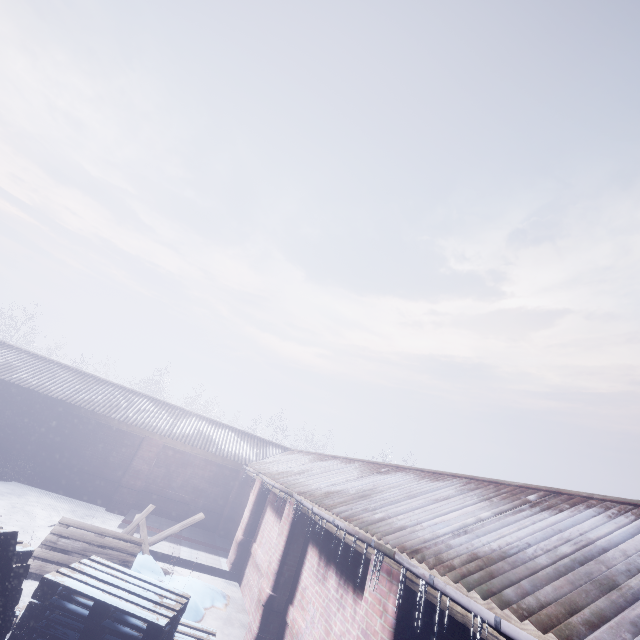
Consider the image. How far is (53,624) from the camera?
3.52m
